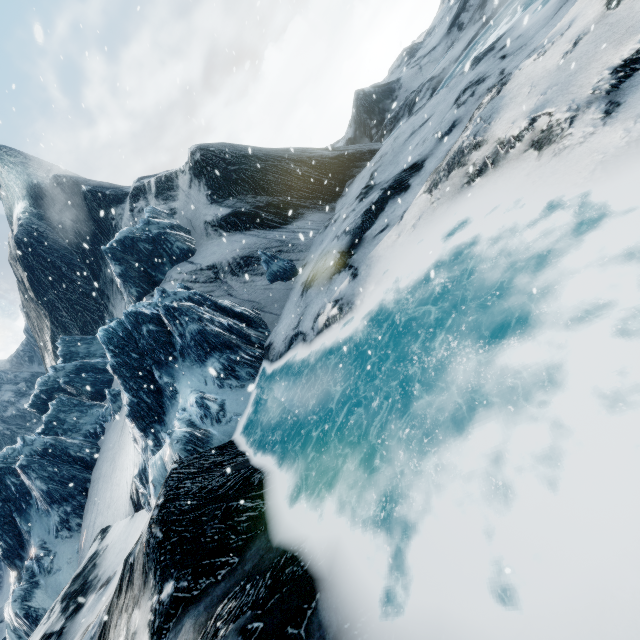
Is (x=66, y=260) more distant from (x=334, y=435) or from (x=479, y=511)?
(x=479, y=511)
